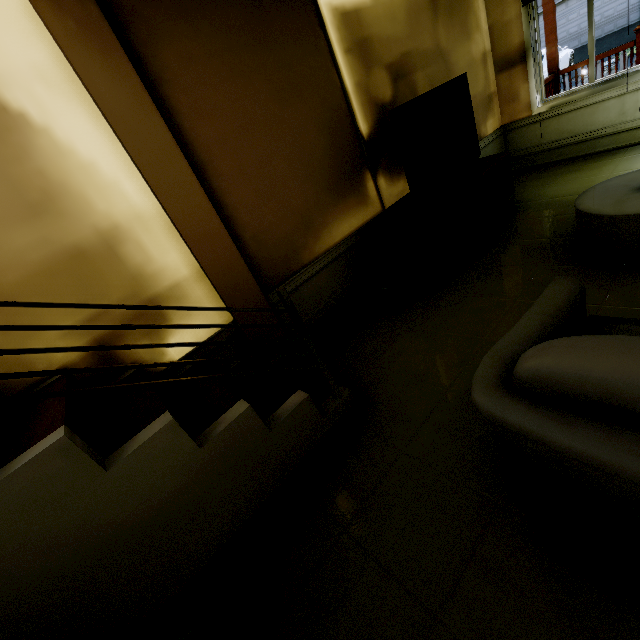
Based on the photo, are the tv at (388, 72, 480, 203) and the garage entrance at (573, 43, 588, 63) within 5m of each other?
no

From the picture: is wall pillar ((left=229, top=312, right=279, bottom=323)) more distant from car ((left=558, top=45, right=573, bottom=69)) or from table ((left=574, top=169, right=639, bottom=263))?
car ((left=558, top=45, right=573, bottom=69))

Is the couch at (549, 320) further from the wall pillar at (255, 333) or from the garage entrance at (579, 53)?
the garage entrance at (579, 53)

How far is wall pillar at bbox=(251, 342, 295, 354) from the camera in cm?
265

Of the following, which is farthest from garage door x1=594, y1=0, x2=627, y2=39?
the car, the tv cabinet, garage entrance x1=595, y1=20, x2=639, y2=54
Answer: the tv cabinet

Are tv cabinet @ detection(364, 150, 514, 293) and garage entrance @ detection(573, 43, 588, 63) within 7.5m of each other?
no

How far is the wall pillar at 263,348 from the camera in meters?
2.7 m

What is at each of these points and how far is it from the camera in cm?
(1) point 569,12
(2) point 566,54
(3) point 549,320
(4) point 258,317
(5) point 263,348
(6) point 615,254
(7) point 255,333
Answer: (1) garage door, 1741
(2) car, 1589
(3) couch, 118
(4) wall pillar, 262
(5) wall pillar, 268
(6) table, 228
(7) wall pillar, 262
